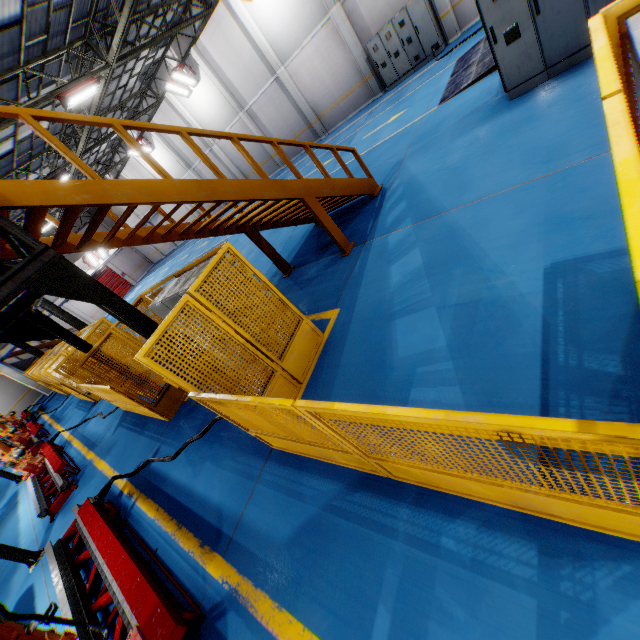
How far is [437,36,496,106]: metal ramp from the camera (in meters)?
8.78

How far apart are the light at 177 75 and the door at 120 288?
26.39m

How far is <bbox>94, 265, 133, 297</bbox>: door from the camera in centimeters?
3791cm

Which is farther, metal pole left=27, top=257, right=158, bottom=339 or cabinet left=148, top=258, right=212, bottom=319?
cabinet left=148, top=258, right=212, bottom=319

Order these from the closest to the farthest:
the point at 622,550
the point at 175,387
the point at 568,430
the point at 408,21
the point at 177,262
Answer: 1. the point at 568,430
2. the point at 622,550
3. the point at 175,387
4. the point at 408,21
5. the point at 177,262

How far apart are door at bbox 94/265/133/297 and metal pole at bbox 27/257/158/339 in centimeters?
4032cm

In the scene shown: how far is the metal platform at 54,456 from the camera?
8.20m

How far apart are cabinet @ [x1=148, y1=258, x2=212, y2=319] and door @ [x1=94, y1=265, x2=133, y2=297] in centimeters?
3879cm
